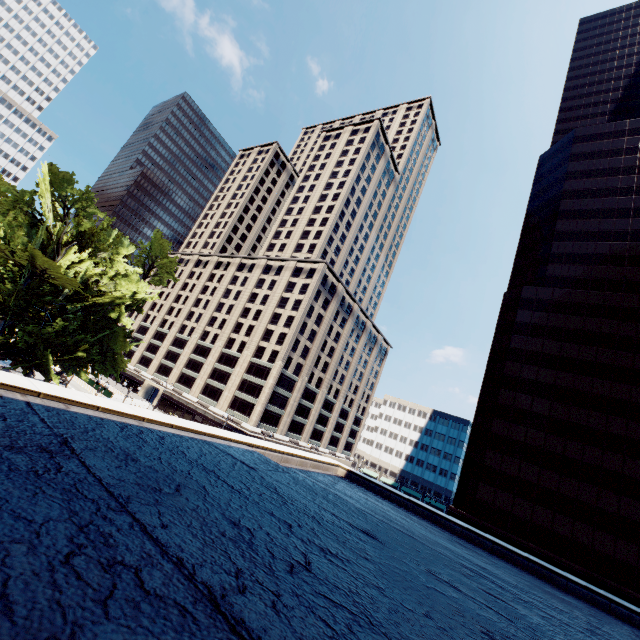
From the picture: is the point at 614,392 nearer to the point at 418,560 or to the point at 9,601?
the point at 418,560
